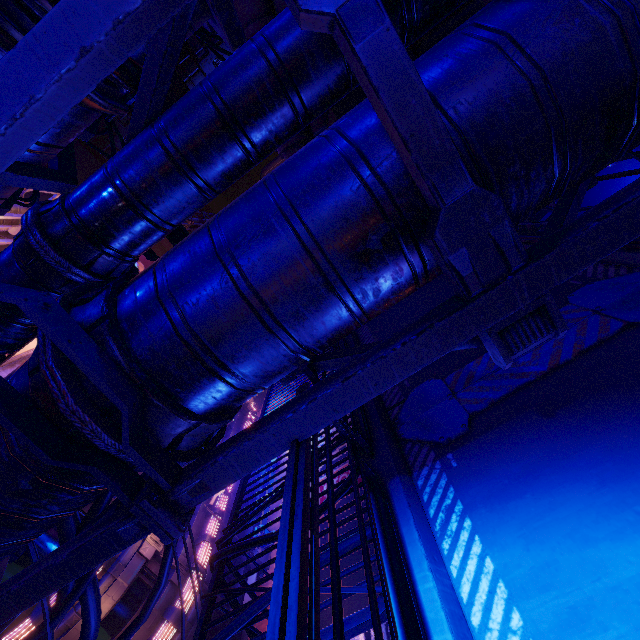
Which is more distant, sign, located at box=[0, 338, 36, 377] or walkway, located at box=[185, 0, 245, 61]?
sign, located at box=[0, 338, 36, 377]

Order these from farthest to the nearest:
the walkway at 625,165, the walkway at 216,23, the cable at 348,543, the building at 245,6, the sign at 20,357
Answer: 1. the building at 245,6
2. the sign at 20,357
3. the walkway at 625,165
4. the cable at 348,543
5. the walkway at 216,23

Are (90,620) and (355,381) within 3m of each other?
no

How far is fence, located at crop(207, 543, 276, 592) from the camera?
3.5m

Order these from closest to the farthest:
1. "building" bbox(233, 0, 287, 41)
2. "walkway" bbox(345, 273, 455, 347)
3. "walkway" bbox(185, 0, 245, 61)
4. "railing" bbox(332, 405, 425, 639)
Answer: "railing" bbox(332, 405, 425, 639)
"walkway" bbox(185, 0, 245, 61)
"walkway" bbox(345, 273, 455, 347)
"building" bbox(233, 0, 287, 41)

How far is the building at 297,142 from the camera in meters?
15.5 m

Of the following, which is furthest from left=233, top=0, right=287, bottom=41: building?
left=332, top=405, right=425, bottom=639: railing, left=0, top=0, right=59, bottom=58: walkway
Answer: left=332, top=405, right=425, bottom=639: railing

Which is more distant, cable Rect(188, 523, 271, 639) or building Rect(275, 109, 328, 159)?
building Rect(275, 109, 328, 159)
